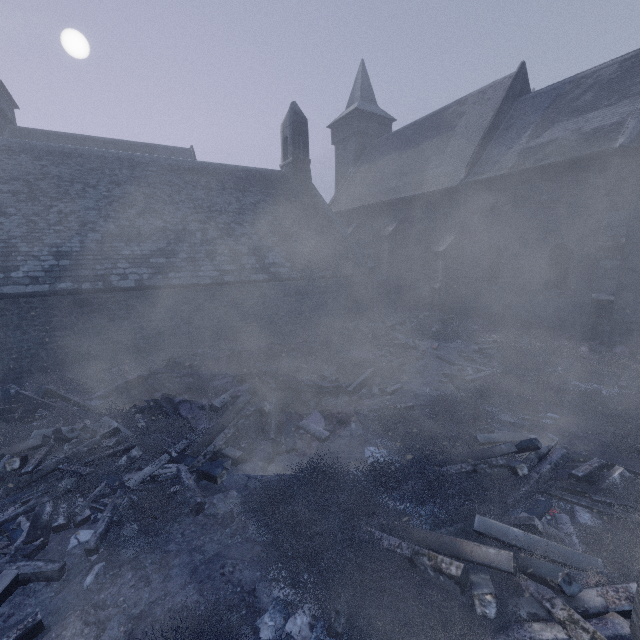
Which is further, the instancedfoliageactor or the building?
the building

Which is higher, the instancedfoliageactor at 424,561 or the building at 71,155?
the building at 71,155

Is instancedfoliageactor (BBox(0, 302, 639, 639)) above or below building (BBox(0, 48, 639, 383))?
below

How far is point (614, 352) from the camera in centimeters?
1084cm

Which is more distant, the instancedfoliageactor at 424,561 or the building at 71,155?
the building at 71,155
